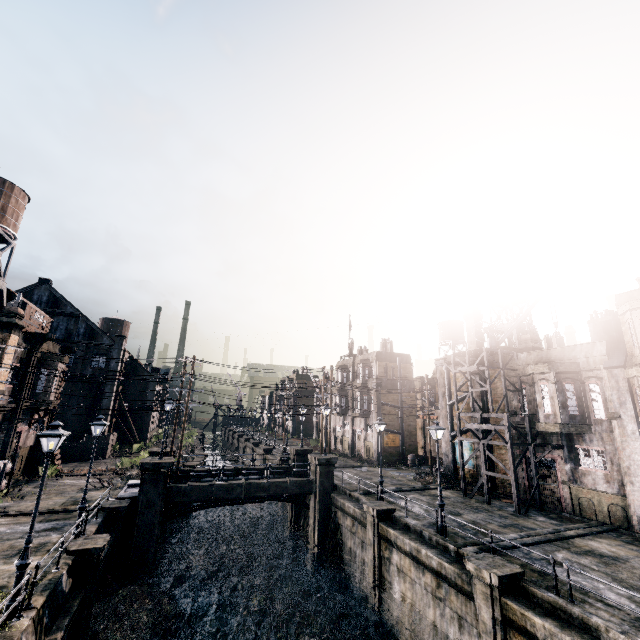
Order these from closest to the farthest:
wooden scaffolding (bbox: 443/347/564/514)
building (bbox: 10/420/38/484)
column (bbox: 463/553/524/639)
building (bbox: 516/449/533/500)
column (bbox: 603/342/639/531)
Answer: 1. column (bbox: 463/553/524/639)
2. column (bbox: 603/342/639/531)
3. wooden scaffolding (bbox: 443/347/564/514)
4. building (bbox: 516/449/533/500)
5. building (bbox: 10/420/38/484)

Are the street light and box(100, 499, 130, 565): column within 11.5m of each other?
yes

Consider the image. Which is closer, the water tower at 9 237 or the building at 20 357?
Answer: the building at 20 357

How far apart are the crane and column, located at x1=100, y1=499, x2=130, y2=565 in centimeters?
2920cm

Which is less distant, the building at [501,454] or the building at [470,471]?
the building at [501,454]

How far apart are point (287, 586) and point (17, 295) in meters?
28.2 m

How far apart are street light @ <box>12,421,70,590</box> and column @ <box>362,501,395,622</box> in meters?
16.2

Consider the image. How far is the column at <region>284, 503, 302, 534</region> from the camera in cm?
3023
